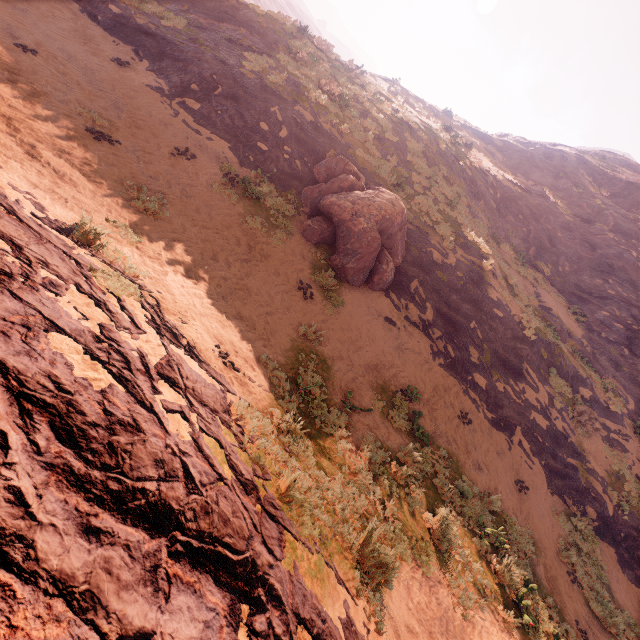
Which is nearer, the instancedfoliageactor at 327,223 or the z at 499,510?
Answer: the z at 499,510

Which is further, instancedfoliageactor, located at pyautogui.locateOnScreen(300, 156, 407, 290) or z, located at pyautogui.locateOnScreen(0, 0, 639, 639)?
instancedfoliageactor, located at pyautogui.locateOnScreen(300, 156, 407, 290)

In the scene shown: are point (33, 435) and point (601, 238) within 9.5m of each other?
no

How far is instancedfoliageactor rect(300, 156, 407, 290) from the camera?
11.05m

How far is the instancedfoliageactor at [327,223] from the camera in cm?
1105
